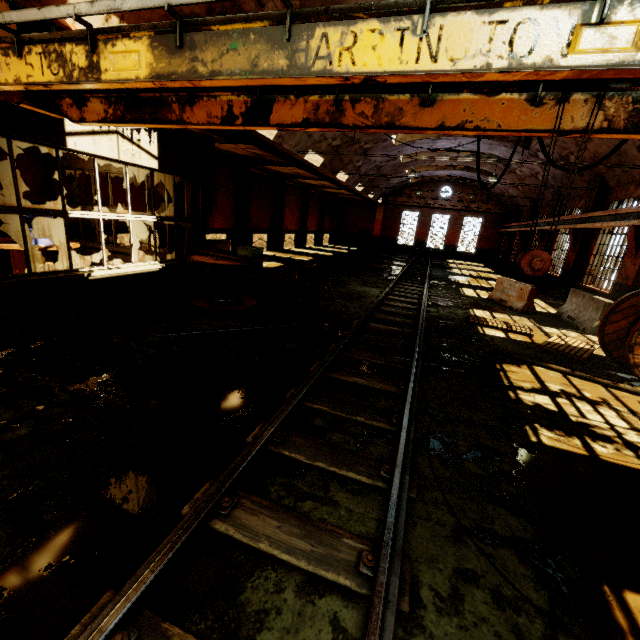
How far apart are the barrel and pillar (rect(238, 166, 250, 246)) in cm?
1222

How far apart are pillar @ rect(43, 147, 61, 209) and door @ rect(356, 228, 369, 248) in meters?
30.2 m

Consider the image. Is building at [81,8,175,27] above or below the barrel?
above

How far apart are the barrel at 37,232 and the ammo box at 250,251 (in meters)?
4.24

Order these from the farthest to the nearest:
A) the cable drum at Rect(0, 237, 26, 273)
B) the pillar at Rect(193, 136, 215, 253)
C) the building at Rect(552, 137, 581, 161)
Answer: the building at Rect(552, 137, 581, 161) → the pillar at Rect(193, 136, 215, 253) → the cable drum at Rect(0, 237, 26, 273)

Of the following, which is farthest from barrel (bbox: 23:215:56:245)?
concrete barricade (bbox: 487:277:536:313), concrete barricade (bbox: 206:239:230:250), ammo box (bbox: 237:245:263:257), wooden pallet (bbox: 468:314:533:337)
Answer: concrete barricade (bbox: 487:277:536:313)

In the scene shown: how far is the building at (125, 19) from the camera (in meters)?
5.27

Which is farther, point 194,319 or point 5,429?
point 194,319
